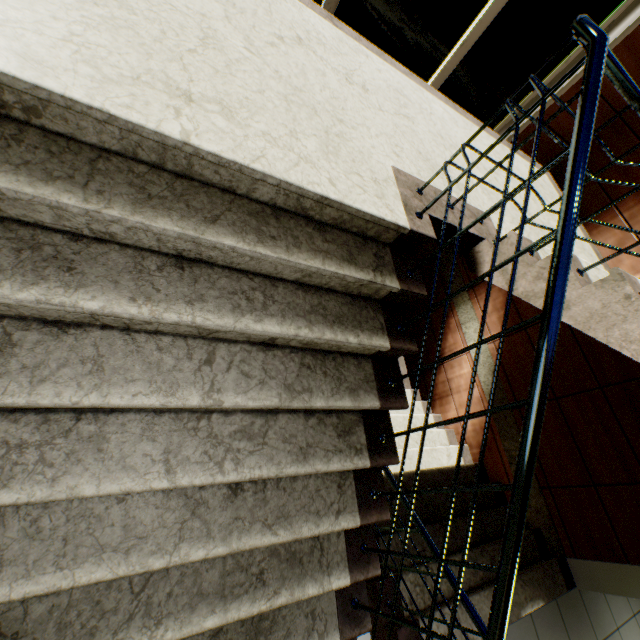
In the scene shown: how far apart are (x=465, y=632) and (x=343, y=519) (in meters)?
2.18
